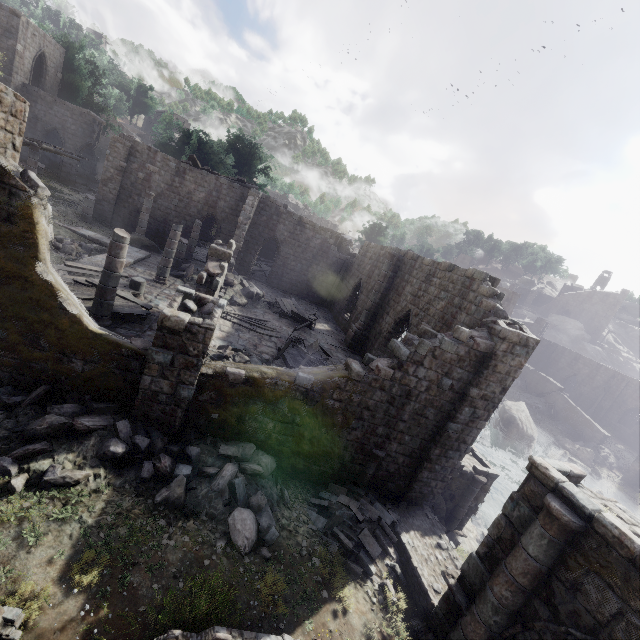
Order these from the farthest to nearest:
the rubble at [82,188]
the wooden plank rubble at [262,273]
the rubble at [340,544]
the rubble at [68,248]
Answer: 1. the wooden plank rubble at [262,273]
2. the rubble at [82,188]
3. the rubble at [68,248]
4. the rubble at [340,544]

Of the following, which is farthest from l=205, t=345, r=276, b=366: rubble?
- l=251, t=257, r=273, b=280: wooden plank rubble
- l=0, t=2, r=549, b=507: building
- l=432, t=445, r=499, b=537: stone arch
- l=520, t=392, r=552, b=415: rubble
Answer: l=520, t=392, r=552, b=415: rubble

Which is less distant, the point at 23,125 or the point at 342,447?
the point at 23,125

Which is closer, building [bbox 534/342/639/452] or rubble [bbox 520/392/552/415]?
rubble [bbox 520/392/552/415]

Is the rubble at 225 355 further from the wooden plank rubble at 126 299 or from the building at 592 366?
the wooden plank rubble at 126 299

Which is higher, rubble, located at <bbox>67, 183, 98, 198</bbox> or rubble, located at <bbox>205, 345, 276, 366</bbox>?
rubble, located at <bbox>67, 183, 98, 198</bbox>

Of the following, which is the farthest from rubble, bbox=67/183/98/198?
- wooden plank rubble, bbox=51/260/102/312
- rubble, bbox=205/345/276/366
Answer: rubble, bbox=205/345/276/366

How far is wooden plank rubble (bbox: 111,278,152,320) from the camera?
12.1m
